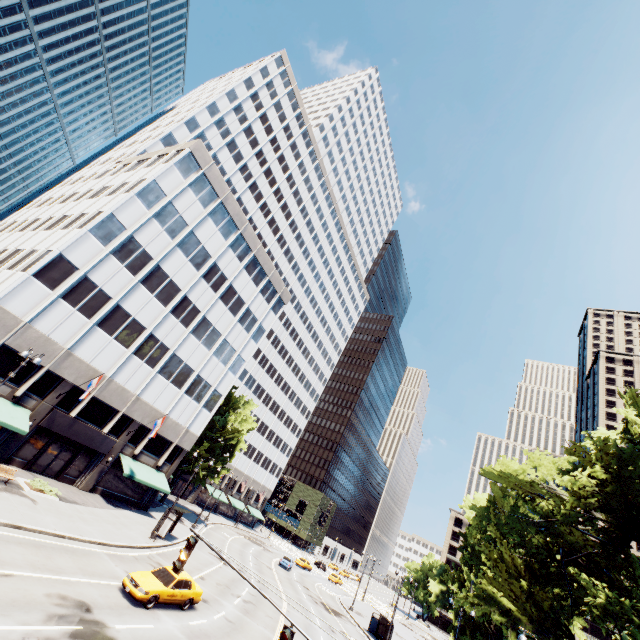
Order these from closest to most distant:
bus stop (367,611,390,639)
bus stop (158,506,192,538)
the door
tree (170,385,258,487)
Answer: the door < bus stop (158,506,192,538) < bus stop (367,611,390,639) < tree (170,385,258,487)

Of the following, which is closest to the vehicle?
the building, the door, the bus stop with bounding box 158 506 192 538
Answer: the bus stop with bounding box 158 506 192 538

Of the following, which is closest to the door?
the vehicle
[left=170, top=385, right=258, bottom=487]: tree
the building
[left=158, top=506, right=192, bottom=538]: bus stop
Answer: the building

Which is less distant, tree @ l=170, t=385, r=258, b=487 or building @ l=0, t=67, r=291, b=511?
building @ l=0, t=67, r=291, b=511

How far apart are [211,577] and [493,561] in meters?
22.2 m

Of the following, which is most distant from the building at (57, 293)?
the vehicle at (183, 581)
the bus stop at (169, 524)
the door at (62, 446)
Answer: the vehicle at (183, 581)

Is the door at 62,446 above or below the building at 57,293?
below
